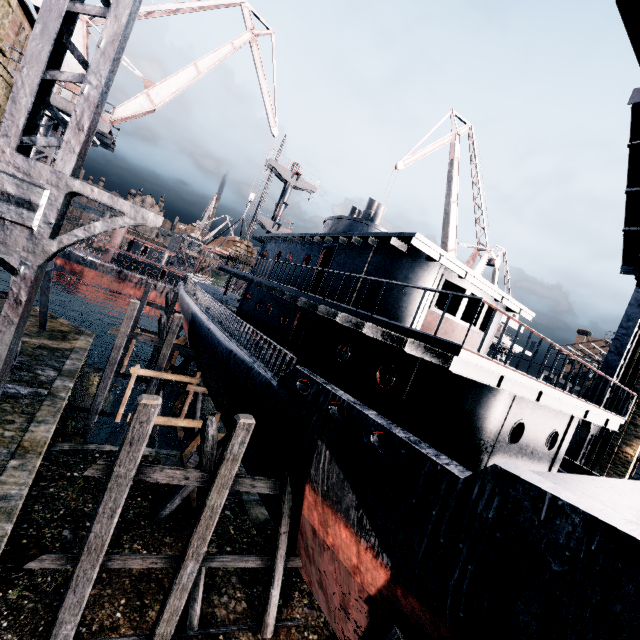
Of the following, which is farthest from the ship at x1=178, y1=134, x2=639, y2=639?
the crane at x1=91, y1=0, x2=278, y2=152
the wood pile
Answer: the crane at x1=91, y1=0, x2=278, y2=152

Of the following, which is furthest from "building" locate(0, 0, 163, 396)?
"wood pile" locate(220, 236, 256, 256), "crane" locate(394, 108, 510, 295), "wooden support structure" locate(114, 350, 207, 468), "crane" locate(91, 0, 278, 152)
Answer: "crane" locate(394, 108, 510, 295)

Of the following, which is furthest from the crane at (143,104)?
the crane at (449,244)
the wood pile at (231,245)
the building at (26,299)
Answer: the building at (26,299)

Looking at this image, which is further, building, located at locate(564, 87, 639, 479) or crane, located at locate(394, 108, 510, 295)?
crane, located at locate(394, 108, 510, 295)

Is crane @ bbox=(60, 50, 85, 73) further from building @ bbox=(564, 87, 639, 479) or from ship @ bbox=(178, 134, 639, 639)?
building @ bbox=(564, 87, 639, 479)

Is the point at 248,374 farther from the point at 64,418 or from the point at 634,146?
the point at 634,146

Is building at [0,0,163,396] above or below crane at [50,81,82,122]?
below

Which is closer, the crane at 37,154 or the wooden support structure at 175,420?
the wooden support structure at 175,420
